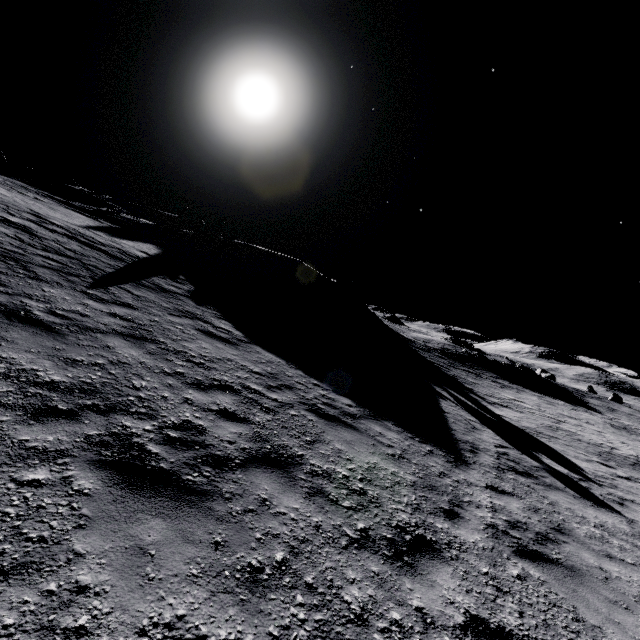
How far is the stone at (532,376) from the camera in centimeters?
4019cm

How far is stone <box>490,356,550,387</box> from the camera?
40.2m

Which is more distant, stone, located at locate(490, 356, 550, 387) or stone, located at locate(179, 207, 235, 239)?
stone, located at locate(490, 356, 550, 387)

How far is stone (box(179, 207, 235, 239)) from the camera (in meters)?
35.12

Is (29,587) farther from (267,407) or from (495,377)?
(495,377)

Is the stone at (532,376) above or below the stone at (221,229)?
below

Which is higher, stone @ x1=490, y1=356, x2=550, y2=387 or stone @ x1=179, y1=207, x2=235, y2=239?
stone @ x1=179, y1=207, x2=235, y2=239
